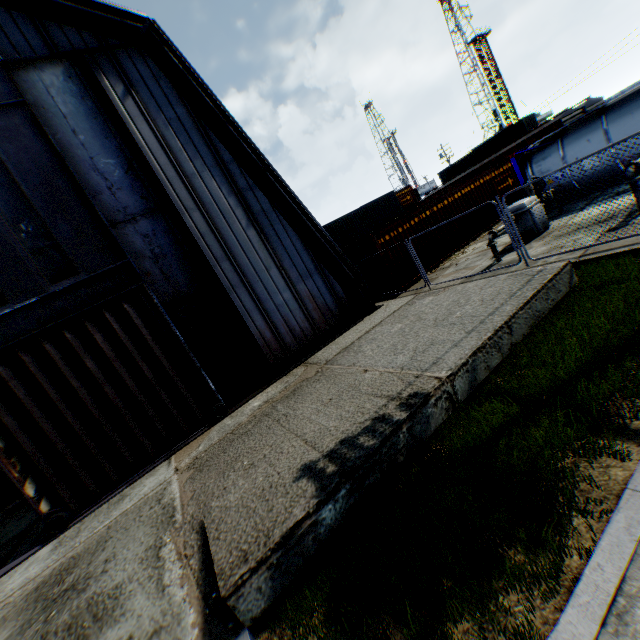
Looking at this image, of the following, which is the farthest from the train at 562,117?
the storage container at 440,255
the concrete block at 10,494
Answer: the concrete block at 10,494

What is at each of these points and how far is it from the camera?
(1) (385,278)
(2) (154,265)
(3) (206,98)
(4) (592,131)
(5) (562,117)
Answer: (1) storage container, 14.77m
(2) hanging door, 9.01m
(3) building, 9.96m
(4) tank container, 12.48m
(5) train, 20.92m

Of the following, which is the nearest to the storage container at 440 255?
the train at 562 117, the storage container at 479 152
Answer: the train at 562 117

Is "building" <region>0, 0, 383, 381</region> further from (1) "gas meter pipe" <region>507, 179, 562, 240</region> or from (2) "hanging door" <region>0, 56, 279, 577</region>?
(1) "gas meter pipe" <region>507, 179, 562, 240</region>

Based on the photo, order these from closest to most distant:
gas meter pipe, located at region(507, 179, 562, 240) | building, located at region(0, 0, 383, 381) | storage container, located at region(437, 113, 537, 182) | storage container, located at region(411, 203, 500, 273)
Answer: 1. building, located at region(0, 0, 383, 381)
2. gas meter pipe, located at region(507, 179, 562, 240)
3. storage container, located at region(411, 203, 500, 273)
4. storage container, located at region(437, 113, 537, 182)

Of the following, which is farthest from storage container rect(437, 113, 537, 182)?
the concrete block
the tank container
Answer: the concrete block

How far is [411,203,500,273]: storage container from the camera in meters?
15.4

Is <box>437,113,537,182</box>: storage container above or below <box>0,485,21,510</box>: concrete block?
above
